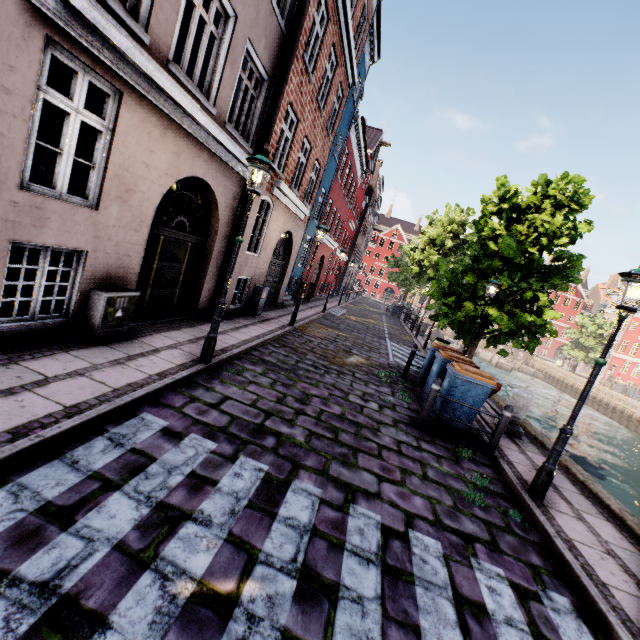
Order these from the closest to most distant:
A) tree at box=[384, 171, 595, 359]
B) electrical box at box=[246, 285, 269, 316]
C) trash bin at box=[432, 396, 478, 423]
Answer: trash bin at box=[432, 396, 478, 423], tree at box=[384, 171, 595, 359], electrical box at box=[246, 285, 269, 316]

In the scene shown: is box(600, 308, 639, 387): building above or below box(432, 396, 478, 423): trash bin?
above

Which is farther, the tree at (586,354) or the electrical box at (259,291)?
the tree at (586,354)

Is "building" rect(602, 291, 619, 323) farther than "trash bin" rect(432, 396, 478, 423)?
Yes

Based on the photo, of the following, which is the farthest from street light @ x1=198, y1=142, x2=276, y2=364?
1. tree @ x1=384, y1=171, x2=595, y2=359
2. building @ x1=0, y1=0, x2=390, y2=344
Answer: building @ x1=0, y1=0, x2=390, y2=344

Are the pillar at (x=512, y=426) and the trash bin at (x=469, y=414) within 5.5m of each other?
yes

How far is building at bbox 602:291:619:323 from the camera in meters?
49.2

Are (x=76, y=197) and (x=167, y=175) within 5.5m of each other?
yes
